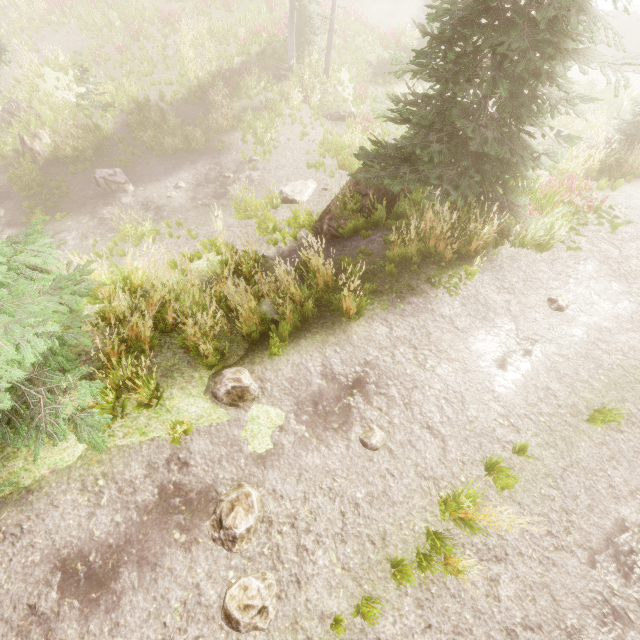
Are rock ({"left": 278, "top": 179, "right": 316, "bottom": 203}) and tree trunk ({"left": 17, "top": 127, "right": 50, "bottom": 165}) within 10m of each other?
no

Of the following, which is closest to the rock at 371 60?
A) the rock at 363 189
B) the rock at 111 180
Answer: the rock at 363 189

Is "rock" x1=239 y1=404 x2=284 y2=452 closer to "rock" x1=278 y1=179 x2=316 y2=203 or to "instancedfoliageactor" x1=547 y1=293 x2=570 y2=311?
"instancedfoliageactor" x1=547 y1=293 x2=570 y2=311

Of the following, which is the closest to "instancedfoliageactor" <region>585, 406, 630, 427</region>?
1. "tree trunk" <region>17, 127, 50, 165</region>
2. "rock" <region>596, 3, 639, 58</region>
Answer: "rock" <region>596, 3, 639, 58</region>

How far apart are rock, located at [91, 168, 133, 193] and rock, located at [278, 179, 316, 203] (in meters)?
6.47

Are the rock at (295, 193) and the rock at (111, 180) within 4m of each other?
no

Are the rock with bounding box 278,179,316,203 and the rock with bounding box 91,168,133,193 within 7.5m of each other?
yes

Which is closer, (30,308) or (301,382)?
(30,308)
